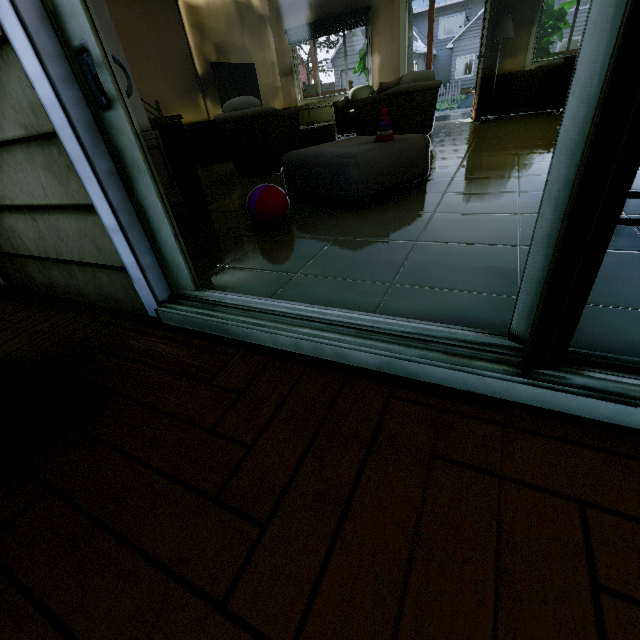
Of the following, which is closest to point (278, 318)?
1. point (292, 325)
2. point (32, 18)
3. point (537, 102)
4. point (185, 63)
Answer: point (292, 325)

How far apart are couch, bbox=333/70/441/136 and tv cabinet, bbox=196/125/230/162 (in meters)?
2.70

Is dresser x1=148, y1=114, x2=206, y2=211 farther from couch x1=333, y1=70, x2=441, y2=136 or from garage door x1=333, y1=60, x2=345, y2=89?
garage door x1=333, y1=60, x2=345, y2=89

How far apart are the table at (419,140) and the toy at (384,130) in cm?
→ 1

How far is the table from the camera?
2.4 meters

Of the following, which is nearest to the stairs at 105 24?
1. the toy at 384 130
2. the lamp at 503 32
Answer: the toy at 384 130

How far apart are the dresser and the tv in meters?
3.4 m

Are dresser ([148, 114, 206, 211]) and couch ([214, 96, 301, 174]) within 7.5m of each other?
yes
